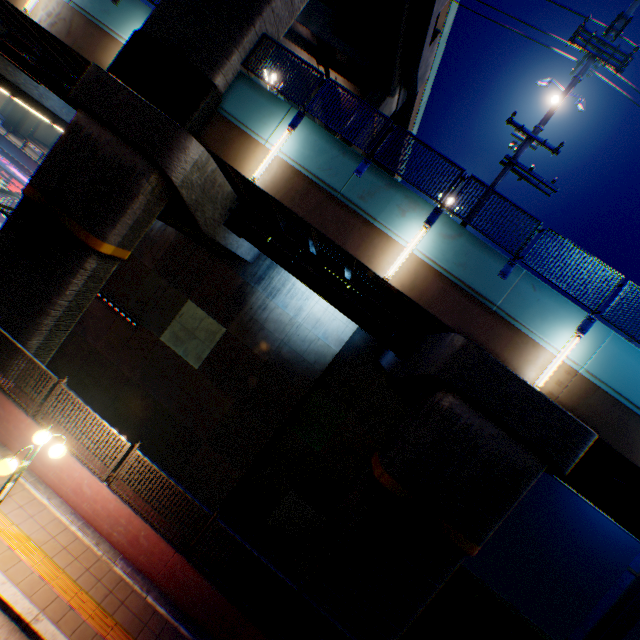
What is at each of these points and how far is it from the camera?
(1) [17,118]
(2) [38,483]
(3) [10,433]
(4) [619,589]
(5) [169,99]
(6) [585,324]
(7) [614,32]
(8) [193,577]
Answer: (1) overpass support, 44.5 meters
(2) concrete curb, 7.8 meters
(3) concrete block, 8.0 meters
(4) overpass support, 36.4 meters
(5) overpass support, 9.4 meters
(6) metal fence, 8.8 meters
(7) electric pole, 9.4 meters
(8) concrete block, 7.4 meters

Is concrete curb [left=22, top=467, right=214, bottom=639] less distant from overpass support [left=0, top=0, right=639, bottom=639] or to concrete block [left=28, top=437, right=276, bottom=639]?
concrete block [left=28, top=437, right=276, bottom=639]

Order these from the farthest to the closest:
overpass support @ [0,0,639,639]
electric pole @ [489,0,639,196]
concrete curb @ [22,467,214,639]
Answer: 1. electric pole @ [489,0,639,196]
2. overpass support @ [0,0,639,639]
3. concrete curb @ [22,467,214,639]

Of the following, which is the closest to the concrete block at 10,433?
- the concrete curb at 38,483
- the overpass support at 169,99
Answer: the concrete curb at 38,483

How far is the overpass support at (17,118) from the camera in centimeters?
4456cm

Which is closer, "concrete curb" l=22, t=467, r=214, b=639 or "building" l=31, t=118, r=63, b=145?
"concrete curb" l=22, t=467, r=214, b=639

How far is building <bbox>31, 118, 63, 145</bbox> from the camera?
56.97m

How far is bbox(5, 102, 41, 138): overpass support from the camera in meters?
44.6 m
